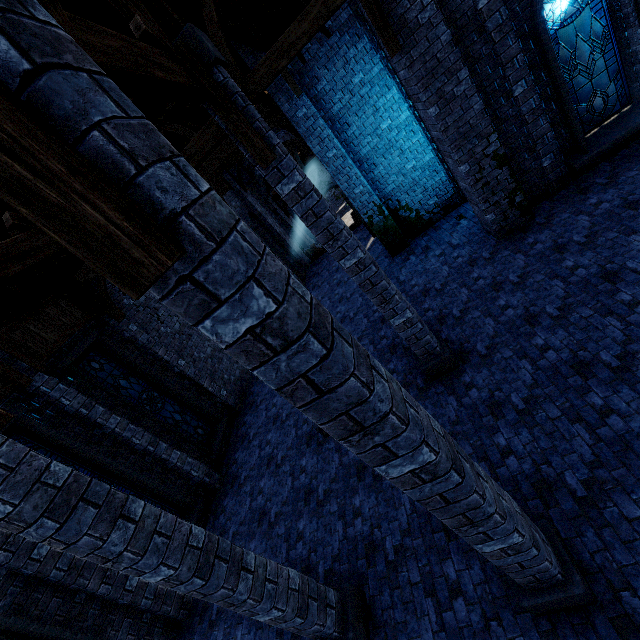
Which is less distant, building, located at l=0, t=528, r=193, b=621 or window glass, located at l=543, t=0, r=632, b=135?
→ building, located at l=0, t=528, r=193, b=621

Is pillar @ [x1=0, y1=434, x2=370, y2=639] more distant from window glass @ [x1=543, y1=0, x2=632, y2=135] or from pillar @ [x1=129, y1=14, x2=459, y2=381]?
window glass @ [x1=543, y1=0, x2=632, y2=135]

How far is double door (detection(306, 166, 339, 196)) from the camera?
27.62m

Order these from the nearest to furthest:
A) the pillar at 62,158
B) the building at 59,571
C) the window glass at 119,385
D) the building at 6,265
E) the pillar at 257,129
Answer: the pillar at 62,158 → the pillar at 257,129 → the building at 59,571 → the building at 6,265 → the window glass at 119,385

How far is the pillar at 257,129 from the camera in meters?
4.0

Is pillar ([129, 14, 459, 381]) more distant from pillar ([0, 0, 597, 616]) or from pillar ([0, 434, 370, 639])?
pillar ([0, 434, 370, 639])

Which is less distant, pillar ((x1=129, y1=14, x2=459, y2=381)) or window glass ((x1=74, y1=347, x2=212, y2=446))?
pillar ((x1=129, y1=14, x2=459, y2=381))

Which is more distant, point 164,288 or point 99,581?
point 99,581
